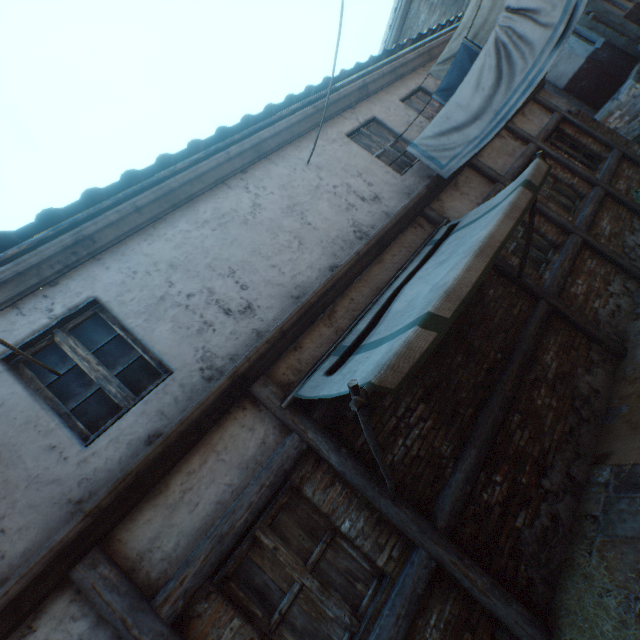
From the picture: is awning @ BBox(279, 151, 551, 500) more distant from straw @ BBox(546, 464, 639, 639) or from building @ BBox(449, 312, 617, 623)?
straw @ BBox(546, 464, 639, 639)

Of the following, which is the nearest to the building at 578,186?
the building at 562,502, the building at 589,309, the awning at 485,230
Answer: the awning at 485,230

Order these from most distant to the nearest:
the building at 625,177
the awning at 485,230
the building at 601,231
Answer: the building at 625,177 → the building at 601,231 → the awning at 485,230

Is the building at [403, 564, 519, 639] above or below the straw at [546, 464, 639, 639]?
above

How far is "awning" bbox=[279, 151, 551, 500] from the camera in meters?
2.3 m

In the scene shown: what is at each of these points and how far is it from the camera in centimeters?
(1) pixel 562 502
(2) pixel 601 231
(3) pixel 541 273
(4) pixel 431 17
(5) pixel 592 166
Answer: (1) building, 371cm
(2) building, 626cm
(3) building, 552cm
(4) building, 1194cm
(5) building, 755cm

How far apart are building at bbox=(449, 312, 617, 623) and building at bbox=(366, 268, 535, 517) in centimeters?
25cm
